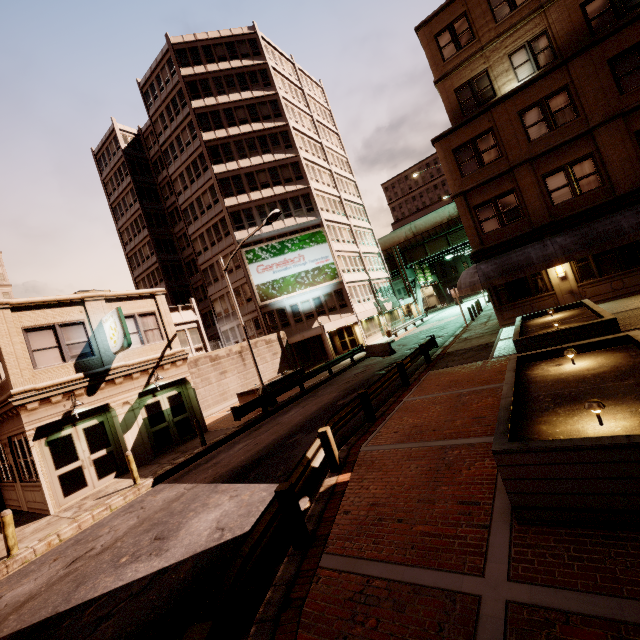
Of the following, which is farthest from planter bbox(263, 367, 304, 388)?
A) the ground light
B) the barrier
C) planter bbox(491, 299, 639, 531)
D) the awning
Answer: the ground light

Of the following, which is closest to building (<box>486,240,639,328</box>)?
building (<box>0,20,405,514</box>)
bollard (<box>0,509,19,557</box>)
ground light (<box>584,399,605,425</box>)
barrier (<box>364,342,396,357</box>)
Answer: barrier (<box>364,342,396,357</box>)

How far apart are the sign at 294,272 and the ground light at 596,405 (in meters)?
30.18

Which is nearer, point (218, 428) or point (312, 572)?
point (312, 572)

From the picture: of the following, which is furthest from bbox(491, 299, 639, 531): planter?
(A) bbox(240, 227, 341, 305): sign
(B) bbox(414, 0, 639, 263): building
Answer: (A) bbox(240, 227, 341, 305): sign

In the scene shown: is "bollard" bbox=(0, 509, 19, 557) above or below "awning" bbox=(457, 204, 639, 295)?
below

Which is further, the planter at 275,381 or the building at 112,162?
the planter at 275,381

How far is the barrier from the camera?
23.7m
